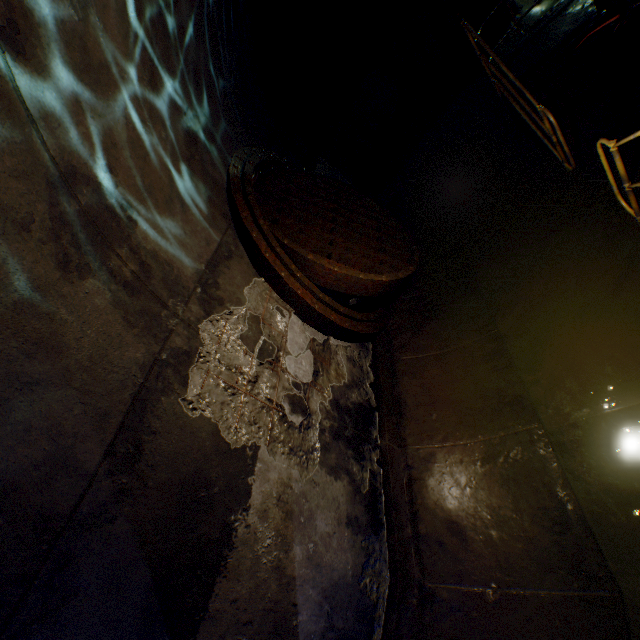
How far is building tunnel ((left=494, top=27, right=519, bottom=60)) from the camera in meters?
7.9 m

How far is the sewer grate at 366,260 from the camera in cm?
356

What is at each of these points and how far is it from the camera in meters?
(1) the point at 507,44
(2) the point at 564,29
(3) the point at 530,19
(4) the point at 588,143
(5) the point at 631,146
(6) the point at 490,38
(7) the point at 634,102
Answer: (1) building tunnel, 8.0 m
(2) walkway, 5.0 m
(3) building tunnel, 7.7 m
(4) stairs, 4.5 m
(5) building tunnel, 3.9 m
(6) building tunnel, 8.3 m
(7) building tunnel, 4.1 m

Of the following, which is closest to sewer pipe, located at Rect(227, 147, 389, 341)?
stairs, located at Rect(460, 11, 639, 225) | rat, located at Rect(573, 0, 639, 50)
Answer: stairs, located at Rect(460, 11, 639, 225)

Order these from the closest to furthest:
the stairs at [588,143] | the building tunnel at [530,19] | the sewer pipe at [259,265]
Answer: the sewer pipe at [259,265] → the stairs at [588,143] → the building tunnel at [530,19]

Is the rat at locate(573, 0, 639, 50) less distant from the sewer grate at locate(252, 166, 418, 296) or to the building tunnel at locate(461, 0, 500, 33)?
the building tunnel at locate(461, 0, 500, 33)

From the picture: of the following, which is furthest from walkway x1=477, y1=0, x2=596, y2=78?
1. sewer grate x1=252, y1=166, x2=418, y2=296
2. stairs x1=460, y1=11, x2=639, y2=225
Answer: sewer grate x1=252, y1=166, x2=418, y2=296

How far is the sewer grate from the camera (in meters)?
3.56
